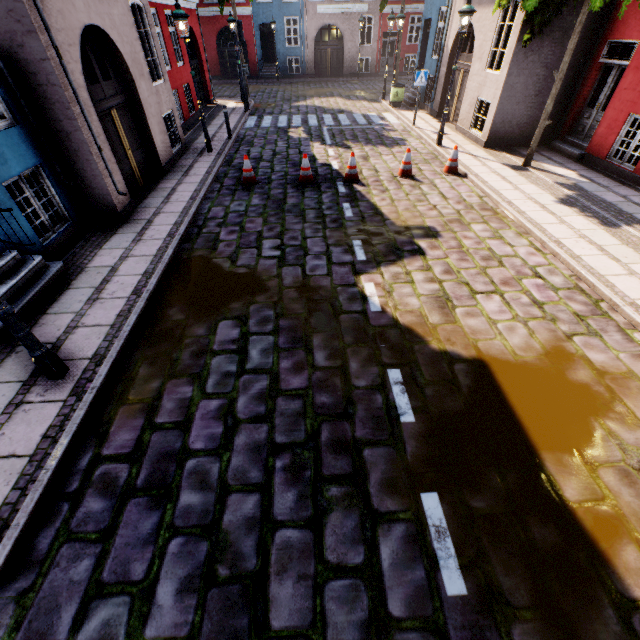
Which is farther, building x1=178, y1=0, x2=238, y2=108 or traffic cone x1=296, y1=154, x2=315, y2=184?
building x1=178, y1=0, x2=238, y2=108

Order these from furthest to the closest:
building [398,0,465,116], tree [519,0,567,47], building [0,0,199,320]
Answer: building [398,0,465,116], tree [519,0,567,47], building [0,0,199,320]

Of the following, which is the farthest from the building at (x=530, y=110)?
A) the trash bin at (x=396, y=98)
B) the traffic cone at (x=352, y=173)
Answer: the traffic cone at (x=352, y=173)

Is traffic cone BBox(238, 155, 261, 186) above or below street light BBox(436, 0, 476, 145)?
below

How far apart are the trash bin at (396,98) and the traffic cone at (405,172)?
9.8m

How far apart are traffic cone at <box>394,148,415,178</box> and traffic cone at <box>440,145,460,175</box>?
0.9m

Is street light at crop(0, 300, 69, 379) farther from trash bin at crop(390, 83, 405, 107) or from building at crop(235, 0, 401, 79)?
trash bin at crop(390, 83, 405, 107)

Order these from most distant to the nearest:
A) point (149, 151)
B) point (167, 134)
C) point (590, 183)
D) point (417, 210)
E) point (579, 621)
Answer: point (167, 134) → point (149, 151) → point (590, 183) → point (417, 210) → point (579, 621)
